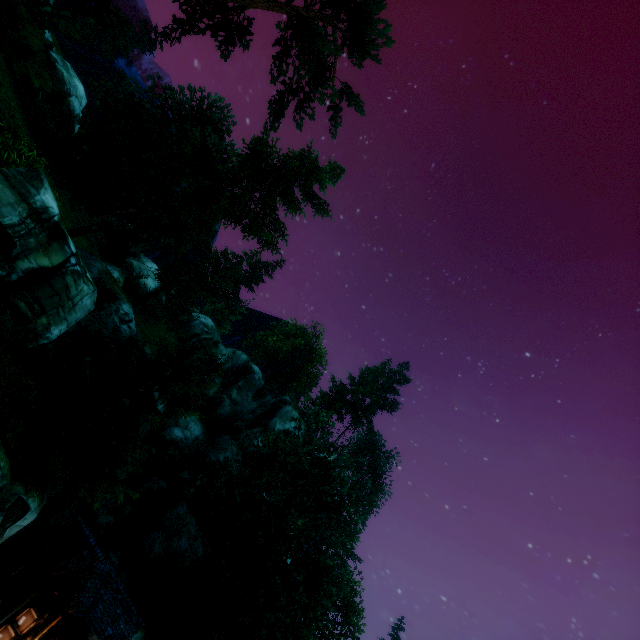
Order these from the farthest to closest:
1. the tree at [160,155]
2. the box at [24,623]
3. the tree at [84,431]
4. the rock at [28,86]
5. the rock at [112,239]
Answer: the rock at [112,239]
the rock at [28,86]
the tree at [160,155]
the box at [24,623]
the tree at [84,431]

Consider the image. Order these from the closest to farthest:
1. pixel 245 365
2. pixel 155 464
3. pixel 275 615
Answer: pixel 275 615, pixel 155 464, pixel 245 365

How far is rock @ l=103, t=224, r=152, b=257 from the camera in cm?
3766

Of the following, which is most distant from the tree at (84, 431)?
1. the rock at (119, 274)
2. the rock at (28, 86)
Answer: the rock at (119, 274)

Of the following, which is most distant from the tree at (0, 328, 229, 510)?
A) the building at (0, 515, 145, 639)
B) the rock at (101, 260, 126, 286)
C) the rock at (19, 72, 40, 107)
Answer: the building at (0, 515, 145, 639)

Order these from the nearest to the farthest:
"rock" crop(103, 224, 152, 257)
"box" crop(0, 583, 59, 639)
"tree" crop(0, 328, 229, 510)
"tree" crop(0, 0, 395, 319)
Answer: "tree" crop(0, 328, 229, 510) < "box" crop(0, 583, 59, 639) < "tree" crop(0, 0, 395, 319) < "rock" crop(103, 224, 152, 257)

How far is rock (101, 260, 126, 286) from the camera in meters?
20.6

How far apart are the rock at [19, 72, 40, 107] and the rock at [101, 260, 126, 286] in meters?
11.3
